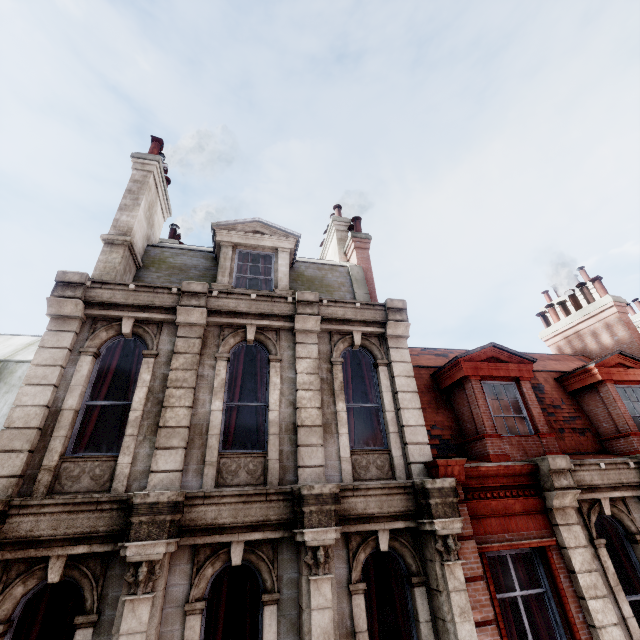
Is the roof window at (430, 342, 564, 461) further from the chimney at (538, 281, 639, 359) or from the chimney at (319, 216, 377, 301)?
the chimney at (538, 281, 639, 359)

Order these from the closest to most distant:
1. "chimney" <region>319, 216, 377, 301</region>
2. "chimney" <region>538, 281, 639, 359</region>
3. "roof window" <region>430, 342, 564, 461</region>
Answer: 1. "roof window" <region>430, 342, 564, 461</region>
2. "chimney" <region>319, 216, 377, 301</region>
3. "chimney" <region>538, 281, 639, 359</region>

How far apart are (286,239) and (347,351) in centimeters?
394cm

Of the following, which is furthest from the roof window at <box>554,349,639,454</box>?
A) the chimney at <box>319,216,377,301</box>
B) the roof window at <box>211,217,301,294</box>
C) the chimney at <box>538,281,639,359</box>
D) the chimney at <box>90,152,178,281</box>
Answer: the chimney at <box>90,152,178,281</box>

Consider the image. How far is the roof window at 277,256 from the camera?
8.6m

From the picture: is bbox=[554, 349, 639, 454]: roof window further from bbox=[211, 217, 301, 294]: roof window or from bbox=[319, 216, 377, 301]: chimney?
bbox=[211, 217, 301, 294]: roof window

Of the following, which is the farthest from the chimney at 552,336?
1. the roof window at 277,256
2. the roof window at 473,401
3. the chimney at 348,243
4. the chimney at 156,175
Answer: the chimney at 156,175
